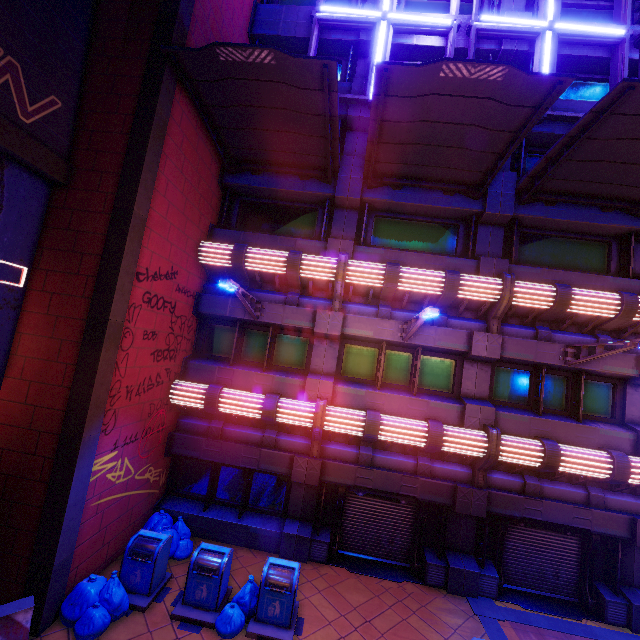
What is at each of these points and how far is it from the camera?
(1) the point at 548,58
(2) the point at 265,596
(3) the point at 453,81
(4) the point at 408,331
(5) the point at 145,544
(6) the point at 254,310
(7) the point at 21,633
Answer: (1) neon sign, 10.68m
(2) trash can, 7.26m
(3) awning, 7.06m
(4) street light, 9.46m
(5) trash can, 7.75m
(6) street light, 10.69m
(7) fence, 5.77m

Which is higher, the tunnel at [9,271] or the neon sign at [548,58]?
the neon sign at [548,58]

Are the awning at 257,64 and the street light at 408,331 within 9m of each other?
yes

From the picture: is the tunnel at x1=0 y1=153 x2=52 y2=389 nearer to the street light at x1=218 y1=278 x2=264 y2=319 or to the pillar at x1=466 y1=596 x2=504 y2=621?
the street light at x1=218 y1=278 x2=264 y2=319

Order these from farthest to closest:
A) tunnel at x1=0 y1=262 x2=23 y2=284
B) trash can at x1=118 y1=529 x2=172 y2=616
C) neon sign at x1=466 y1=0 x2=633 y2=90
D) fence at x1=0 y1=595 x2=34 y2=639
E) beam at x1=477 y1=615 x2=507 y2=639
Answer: neon sign at x1=466 y1=0 x2=633 y2=90, beam at x1=477 y1=615 x2=507 y2=639, trash can at x1=118 y1=529 x2=172 y2=616, tunnel at x1=0 y1=262 x2=23 y2=284, fence at x1=0 y1=595 x2=34 y2=639

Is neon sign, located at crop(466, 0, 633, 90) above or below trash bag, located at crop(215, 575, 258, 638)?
above

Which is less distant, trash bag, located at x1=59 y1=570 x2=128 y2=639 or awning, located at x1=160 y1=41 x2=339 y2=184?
trash bag, located at x1=59 y1=570 x2=128 y2=639

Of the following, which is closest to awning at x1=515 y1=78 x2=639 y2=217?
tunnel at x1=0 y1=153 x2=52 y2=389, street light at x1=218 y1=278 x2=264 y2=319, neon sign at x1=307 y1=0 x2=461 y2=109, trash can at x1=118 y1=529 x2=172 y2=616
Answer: neon sign at x1=307 y1=0 x2=461 y2=109
